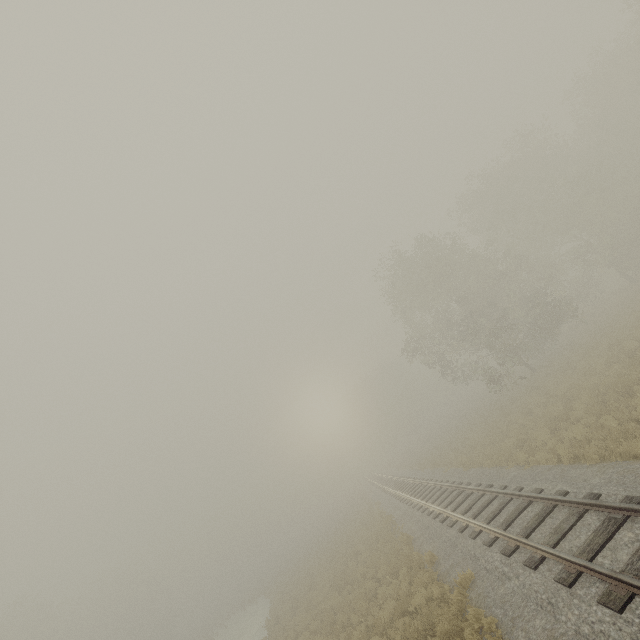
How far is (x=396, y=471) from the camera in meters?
42.2
